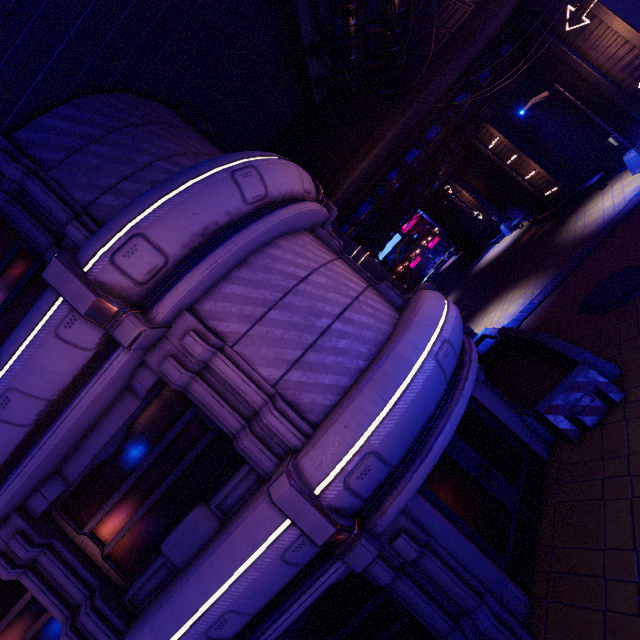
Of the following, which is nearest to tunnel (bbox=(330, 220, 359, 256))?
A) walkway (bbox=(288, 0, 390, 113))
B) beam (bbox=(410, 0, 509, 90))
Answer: beam (bbox=(410, 0, 509, 90))

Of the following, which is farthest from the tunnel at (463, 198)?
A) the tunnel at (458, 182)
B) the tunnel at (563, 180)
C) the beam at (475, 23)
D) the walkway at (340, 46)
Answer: the walkway at (340, 46)

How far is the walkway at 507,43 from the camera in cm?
1485

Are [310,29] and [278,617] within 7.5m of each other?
no

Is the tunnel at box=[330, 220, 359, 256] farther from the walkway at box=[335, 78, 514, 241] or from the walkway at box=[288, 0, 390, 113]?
the walkway at box=[288, 0, 390, 113]

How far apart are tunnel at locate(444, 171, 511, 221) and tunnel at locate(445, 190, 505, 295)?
0.52m

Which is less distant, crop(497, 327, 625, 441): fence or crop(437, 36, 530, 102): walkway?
crop(497, 327, 625, 441): fence

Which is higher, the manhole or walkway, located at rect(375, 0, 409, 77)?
walkway, located at rect(375, 0, 409, 77)
